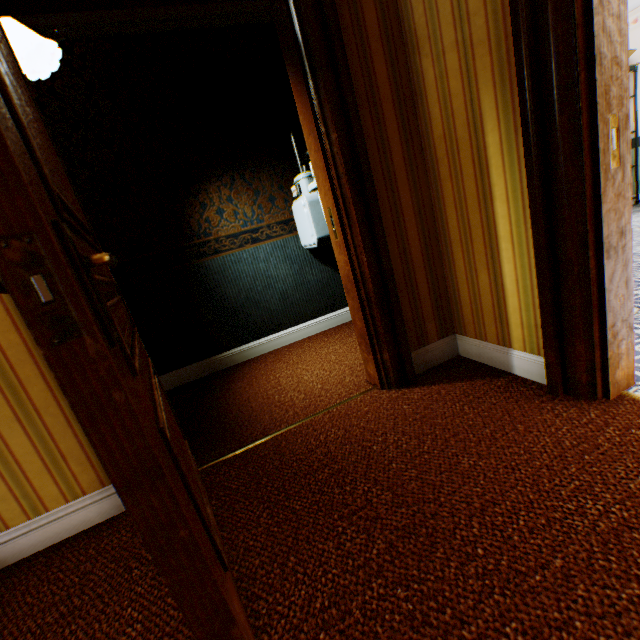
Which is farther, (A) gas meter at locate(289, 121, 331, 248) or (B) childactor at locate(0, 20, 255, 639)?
(A) gas meter at locate(289, 121, 331, 248)

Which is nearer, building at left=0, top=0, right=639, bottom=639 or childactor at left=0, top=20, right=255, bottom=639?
childactor at left=0, top=20, right=255, bottom=639

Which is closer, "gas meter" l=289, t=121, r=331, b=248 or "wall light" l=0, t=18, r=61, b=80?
"wall light" l=0, t=18, r=61, b=80

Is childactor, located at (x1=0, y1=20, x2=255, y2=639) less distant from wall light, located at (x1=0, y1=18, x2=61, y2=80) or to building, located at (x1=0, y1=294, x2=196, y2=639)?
building, located at (x1=0, y1=294, x2=196, y2=639)

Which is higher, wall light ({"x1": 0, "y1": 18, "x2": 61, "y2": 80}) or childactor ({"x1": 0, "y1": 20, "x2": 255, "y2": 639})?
wall light ({"x1": 0, "y1": 18, "x2": 61, "y2": 80})

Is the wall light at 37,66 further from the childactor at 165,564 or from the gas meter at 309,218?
the gas meter at 309,218

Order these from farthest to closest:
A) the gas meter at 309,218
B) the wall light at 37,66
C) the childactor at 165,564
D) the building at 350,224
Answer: the gas meter at 309,218
the wall light at 37,66
the building at 350,224
the childactor at 165,564

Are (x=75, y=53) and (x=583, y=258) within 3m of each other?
no
